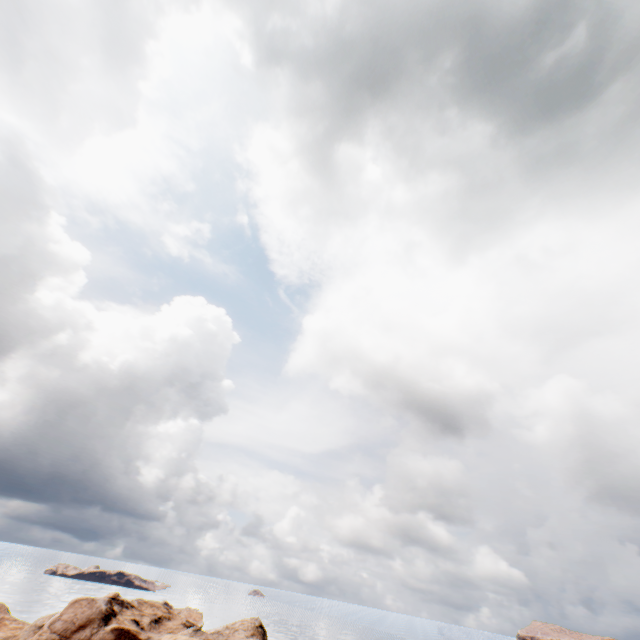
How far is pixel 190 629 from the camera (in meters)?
36.12
